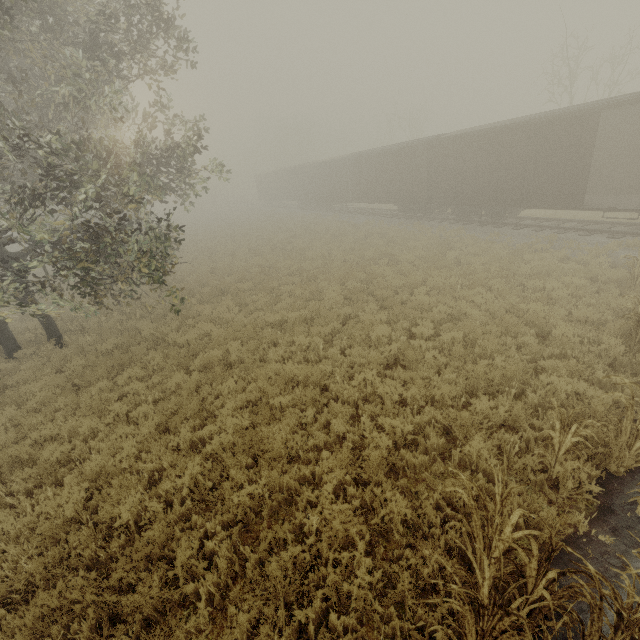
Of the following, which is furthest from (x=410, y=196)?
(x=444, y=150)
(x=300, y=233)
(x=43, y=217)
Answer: (x=43, y=217)

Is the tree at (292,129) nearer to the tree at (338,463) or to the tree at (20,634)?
the tree at (338,463)

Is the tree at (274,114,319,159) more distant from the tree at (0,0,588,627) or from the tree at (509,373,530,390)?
the tree at (509,373,530,390)

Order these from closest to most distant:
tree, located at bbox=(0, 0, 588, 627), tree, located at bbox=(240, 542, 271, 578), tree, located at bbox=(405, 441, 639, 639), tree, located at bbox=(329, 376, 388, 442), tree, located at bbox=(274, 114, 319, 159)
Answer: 1. tree, located at bbox=(405, 441, 639, 639)
2. tree, located at bbox=(240, 542, 271, 578)
3. tree, located at bbox=(0, 0, 588, 627)
4. tree, located at bbox=(329, 376, 388, 442)
5. tree, located at bbox=(274, 114, 319, 159)

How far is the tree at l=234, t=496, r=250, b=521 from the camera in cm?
486

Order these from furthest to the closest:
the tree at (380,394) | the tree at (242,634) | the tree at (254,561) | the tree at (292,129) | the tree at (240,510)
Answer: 1. the tree at (292,129)
2. the tree at (380,394)
3. the tree at (240,510)
4. the tree at (254,561)
5. the tree at (242,634)

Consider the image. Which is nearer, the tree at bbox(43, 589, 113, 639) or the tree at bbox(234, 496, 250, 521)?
the tree at bbox(43, 589, 113, 639)
